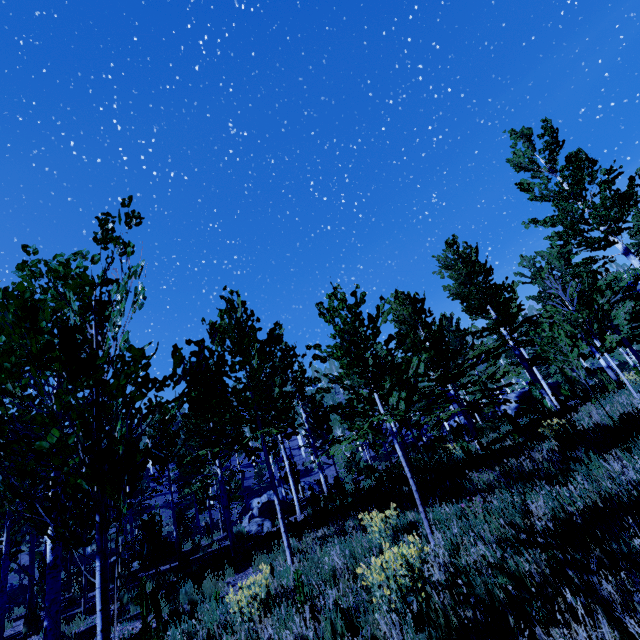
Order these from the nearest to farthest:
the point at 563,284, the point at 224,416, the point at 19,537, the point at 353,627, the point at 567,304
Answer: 1. the point at 353,627
2. the point at 567,304
3. the point at 224,416
4. the point at 563,284
5. the point at 19,537
